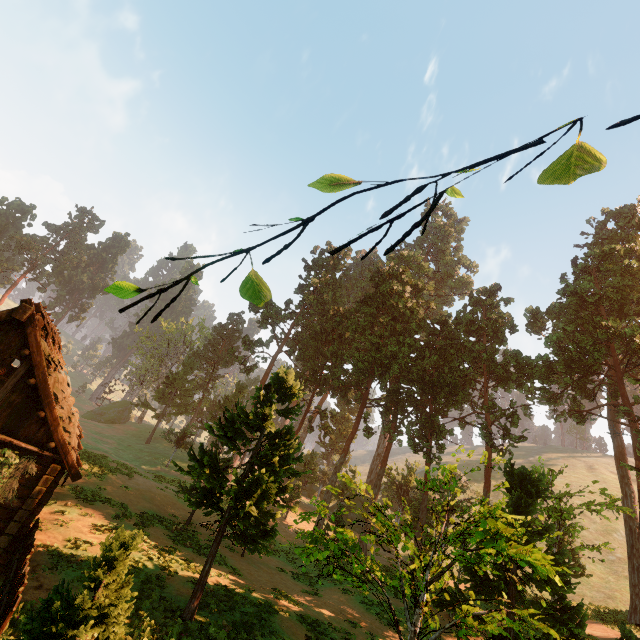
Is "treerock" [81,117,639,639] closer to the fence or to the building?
the building

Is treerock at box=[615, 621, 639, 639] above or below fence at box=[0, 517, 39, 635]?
above

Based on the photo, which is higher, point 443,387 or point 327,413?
point 443,387

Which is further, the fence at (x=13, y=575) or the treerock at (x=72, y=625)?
the fence at (x=13, y=575)

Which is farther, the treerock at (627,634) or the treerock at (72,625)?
the treerock at (627,634)

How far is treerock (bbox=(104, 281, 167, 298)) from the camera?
2.7 meters

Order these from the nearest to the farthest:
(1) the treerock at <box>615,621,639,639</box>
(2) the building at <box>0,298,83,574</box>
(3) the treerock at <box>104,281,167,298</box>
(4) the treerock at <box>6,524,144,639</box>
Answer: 1. (3) the treerock at <box>104,281,167,298</box>
2. (4) the treerock at <box>6,524,144,639</box>
3. (2) the building at <box>0,298,83,574</box>
4. (1) the treerock at <box>615,621,639,639</box>
